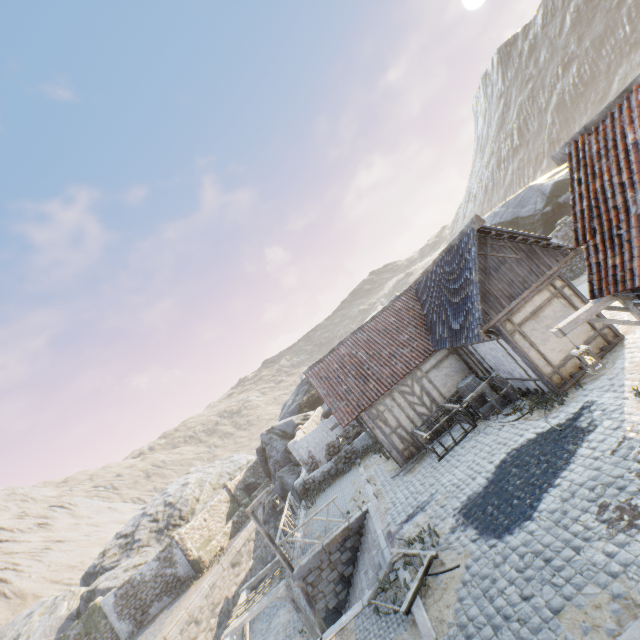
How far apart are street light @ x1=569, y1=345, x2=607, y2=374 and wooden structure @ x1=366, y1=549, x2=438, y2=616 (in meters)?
5.51

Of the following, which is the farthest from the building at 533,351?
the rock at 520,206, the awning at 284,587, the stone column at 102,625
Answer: the stone column at 102,625

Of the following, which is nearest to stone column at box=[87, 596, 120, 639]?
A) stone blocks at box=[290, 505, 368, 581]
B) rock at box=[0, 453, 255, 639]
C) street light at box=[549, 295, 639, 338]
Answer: rock at box=[0, 453, 255, 639]

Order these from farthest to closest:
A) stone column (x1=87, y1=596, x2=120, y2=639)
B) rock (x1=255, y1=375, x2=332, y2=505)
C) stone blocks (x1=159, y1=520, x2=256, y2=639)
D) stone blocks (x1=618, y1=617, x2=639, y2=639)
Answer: rock (x1=255, y1=375, x2=332, y2=505) < stone column (x1=87, y1=596, x2=120, y2=639) < stone blocks (x1=159, y1=520, x2=256, y2=639) < stone blocks (x1=618, y1=617, x2=639, y2=639)

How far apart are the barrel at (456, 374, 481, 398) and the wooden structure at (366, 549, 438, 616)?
6.7m

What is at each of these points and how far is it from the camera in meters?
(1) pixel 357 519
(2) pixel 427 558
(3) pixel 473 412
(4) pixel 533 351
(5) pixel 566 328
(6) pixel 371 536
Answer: (1) stone blocks, 12.9 m
(2) wooden structure, 7.9 m
(3) wagon, 13.4 m
(4) building, 10.5 m
(5) street light, 6.7 m
(6) stairs, 11.7 m

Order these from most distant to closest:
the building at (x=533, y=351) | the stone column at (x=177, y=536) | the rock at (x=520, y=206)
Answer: the rock at (x=520, y=206), the stone column at (x=177, y=536), the building at (x=533, y=351)

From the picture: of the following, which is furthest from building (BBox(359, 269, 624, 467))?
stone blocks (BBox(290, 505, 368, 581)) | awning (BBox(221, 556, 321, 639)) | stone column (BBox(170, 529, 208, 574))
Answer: stone column (BBox(170, 529, 208, 574))
